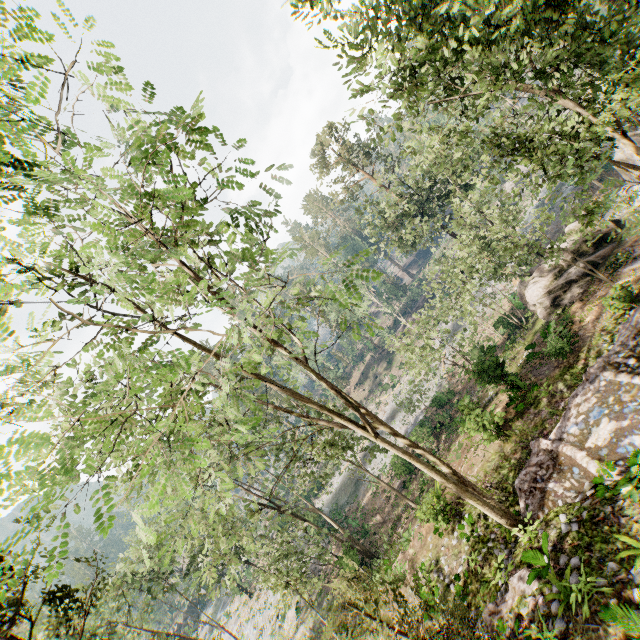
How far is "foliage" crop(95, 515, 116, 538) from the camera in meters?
3.1

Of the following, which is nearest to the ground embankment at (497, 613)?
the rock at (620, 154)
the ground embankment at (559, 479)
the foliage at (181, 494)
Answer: the foliage at (181, 494)

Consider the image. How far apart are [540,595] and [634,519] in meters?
3.4 m

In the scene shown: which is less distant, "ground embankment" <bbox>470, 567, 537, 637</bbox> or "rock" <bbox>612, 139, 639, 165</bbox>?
"ground embankment" <bbox>470, 567, 537, 637</bbox>

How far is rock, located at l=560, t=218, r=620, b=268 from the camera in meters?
20.6

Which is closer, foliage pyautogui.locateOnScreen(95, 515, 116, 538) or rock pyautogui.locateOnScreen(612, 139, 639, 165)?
foliage pyautogui.locateOnScreen(95, 515, 116, 538)

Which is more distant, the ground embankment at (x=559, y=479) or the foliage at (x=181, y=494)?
the ground embankment at (x=559, y=479)
